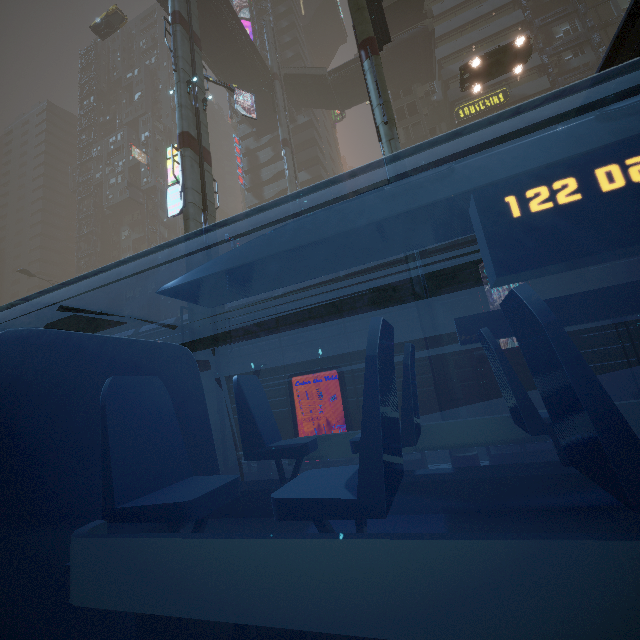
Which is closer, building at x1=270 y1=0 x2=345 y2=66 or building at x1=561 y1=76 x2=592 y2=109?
building at x1=561 y1=76 x2=592 y2=109

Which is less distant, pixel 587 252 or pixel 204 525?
pixel 587 252

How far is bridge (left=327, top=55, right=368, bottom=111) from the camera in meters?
35.9

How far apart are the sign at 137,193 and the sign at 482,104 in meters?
48.3

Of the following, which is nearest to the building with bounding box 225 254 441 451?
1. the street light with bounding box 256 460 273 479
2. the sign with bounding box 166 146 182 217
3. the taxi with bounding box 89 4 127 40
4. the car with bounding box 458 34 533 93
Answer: the sign with bounding box 166 146 182 217

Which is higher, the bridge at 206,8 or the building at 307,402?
the bridge at 206,8

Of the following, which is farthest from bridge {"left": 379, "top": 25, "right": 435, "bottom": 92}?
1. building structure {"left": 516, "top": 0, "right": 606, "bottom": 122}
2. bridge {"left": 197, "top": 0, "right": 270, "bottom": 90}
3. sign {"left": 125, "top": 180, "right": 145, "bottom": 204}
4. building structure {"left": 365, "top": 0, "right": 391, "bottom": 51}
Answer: sign {"left": 125, "top": 180, "right": 145, "bottom": 204}

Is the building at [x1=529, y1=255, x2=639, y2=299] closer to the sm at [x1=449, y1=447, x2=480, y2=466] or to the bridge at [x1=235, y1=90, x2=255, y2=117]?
the sm at [x1=449, y1=447, x2=480, y2=466]
